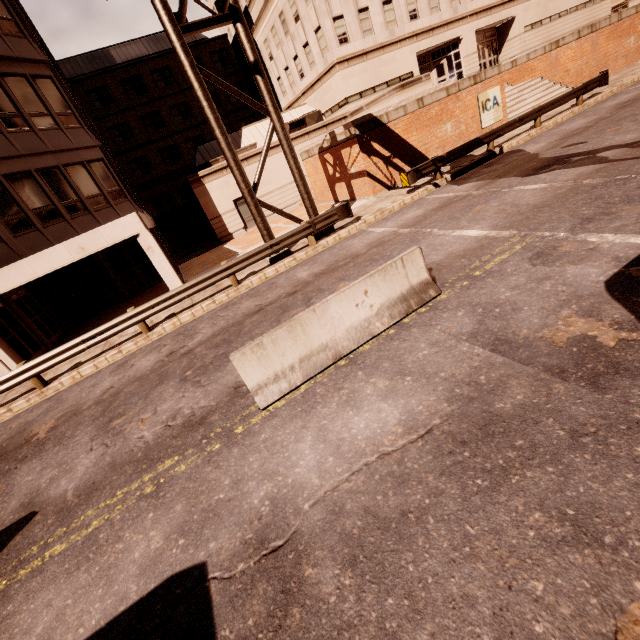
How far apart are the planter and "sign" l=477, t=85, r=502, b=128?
2.55m

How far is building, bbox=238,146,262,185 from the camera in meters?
23.2

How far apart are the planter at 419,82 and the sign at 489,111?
2.55m

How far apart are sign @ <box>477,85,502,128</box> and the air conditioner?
12.7m

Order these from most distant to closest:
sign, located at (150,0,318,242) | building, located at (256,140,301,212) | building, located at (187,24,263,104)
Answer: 1. building, located at (187,24,263,104)
2. building, located at (256,140,301,212)
3. sign, located at (150,0,318,242)

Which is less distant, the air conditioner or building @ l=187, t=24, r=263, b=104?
the air conditioner

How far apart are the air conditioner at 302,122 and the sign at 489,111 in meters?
12.7 m

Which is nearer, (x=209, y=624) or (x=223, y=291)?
(x=209, y=624)
